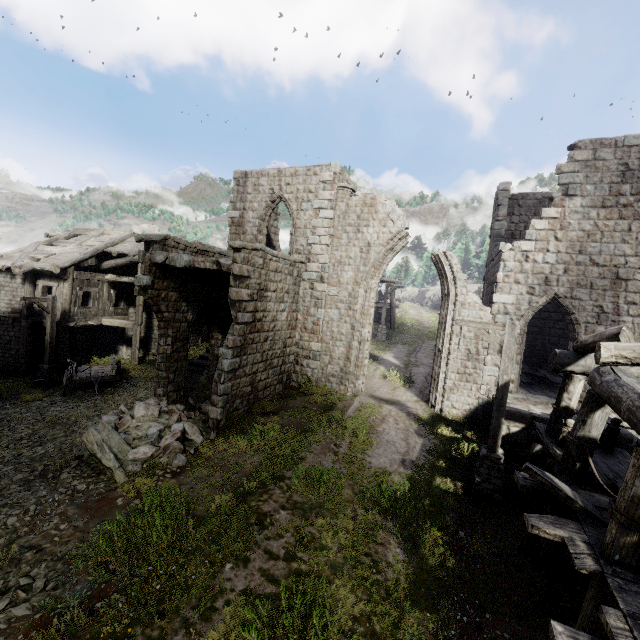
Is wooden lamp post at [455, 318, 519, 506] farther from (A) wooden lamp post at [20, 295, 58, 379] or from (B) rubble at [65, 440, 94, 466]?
(A) wooden lamp post at [20, 295, 58, 379]

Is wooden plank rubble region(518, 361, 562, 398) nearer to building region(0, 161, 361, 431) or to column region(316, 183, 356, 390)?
building region(0, 161, 361, 431)

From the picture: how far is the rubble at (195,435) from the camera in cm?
923

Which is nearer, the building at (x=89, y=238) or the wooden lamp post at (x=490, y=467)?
A: the wooden lamp post at (x=490, y=467)

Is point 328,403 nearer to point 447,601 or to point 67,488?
point 447,601

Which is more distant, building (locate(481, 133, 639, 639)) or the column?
the column

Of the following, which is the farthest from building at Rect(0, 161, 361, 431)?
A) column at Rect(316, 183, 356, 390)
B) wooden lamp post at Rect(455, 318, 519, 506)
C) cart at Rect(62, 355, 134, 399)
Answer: cart at Rect(62, 355, 134, 399)

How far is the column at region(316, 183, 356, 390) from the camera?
14.95m
